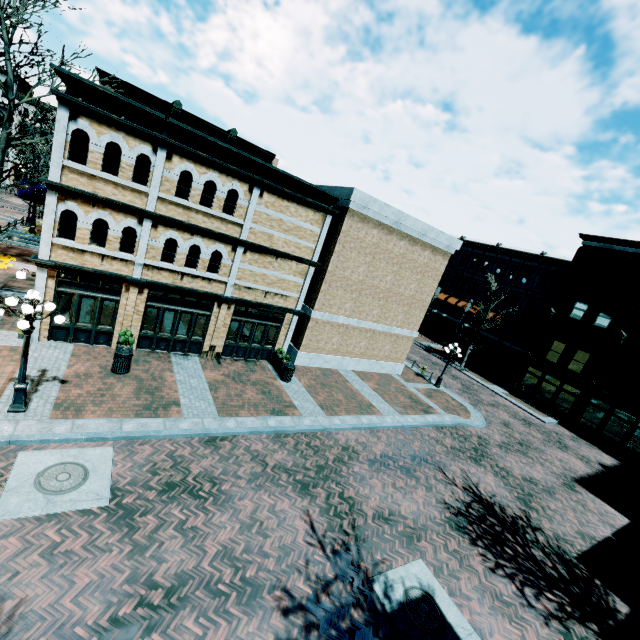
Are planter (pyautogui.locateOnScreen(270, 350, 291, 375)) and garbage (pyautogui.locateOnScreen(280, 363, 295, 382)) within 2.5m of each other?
yes

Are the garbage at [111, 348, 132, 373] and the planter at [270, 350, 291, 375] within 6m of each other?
no

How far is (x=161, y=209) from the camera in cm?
1309

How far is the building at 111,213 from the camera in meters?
11.5

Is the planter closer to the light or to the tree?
the light

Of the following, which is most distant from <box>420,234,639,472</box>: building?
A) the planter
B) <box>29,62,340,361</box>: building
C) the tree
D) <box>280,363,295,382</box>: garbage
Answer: the tree

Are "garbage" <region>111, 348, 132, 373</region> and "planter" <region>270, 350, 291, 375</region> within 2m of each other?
no

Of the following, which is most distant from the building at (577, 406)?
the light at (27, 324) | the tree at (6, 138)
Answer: the tree at (6, 138)
